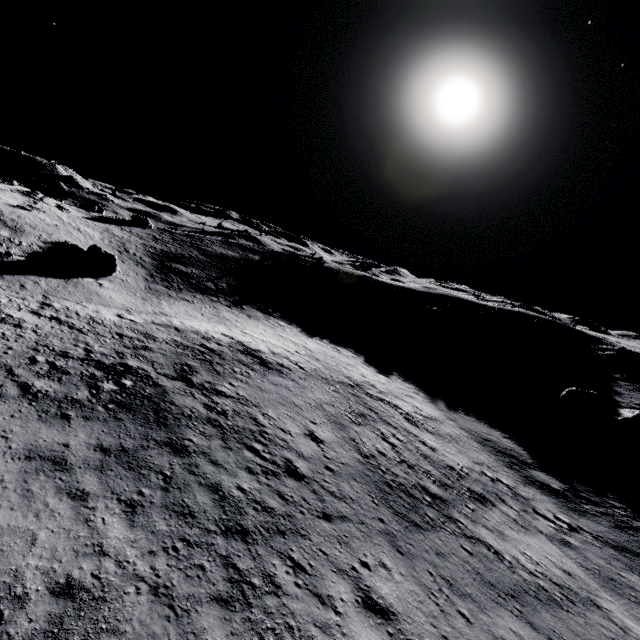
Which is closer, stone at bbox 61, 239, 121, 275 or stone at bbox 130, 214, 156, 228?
stone at bbox 61, 239, 121, 275

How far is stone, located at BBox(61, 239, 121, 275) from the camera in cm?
3188

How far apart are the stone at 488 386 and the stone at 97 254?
38.7m

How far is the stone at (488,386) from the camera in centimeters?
3225cm

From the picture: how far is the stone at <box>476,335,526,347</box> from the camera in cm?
4250

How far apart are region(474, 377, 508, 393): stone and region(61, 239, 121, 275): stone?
38.65m

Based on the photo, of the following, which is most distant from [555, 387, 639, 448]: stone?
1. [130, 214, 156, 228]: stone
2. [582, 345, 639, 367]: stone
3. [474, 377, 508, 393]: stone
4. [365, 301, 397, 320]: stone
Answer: [130, 214, 156, 228]: stone

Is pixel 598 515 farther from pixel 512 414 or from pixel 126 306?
pixel 126 306
